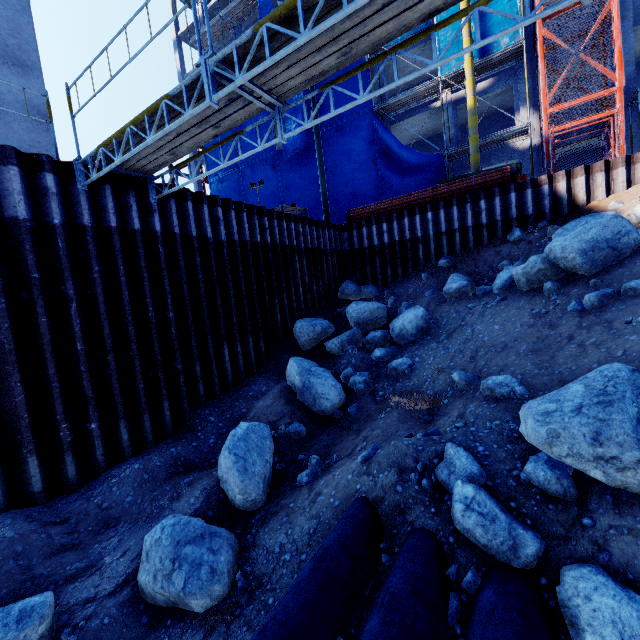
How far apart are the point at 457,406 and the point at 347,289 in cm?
868

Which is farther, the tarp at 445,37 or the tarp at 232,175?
the tarp at 232,175

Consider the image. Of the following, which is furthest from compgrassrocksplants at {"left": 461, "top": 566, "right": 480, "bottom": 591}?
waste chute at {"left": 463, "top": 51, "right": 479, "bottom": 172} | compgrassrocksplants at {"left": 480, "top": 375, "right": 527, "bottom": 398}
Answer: waste chute at {"left": 463, "top": 51, "right": 479, "bottom": 172}

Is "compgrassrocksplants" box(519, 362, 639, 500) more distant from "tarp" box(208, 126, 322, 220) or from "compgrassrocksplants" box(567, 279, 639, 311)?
"tarp" box(208, 126, 322, 220)

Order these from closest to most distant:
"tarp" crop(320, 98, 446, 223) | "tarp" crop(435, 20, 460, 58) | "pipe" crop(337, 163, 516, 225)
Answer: "pipe" crop(337, 163, 516, 225), "tarp" crop(435, 20, 460, 58), "tarp" crop(320, 98, 446, 223)

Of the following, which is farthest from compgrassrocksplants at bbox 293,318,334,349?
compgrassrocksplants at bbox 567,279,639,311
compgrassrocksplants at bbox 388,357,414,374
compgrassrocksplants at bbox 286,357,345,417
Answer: compgrassrocksplants at bbox 567,279,639,311

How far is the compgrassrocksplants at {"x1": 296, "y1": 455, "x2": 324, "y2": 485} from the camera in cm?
580

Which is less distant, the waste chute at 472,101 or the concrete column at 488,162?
the waste chute at 472,101
